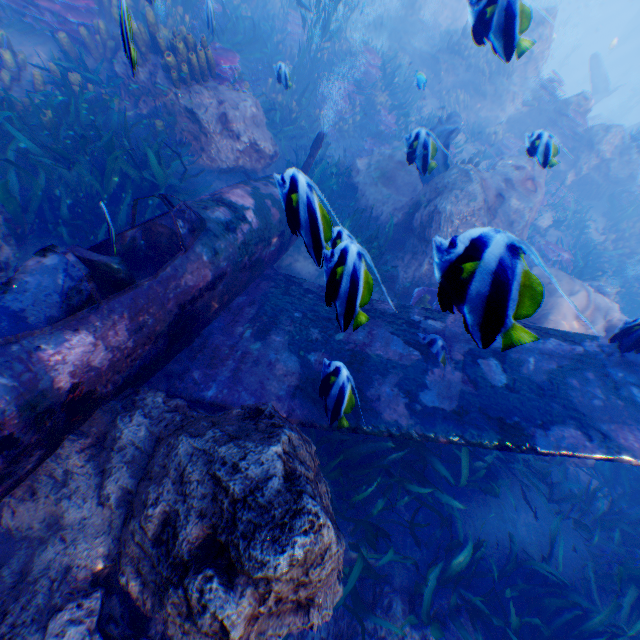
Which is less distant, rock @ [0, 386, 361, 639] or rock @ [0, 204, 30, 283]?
rock @ [0, 386, 361, 639]

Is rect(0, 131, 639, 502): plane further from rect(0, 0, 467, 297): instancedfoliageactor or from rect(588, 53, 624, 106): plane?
rect(588, 53, 624, 106): plane

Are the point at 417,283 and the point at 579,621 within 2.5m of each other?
no

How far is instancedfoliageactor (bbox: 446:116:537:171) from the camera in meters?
10.4 m

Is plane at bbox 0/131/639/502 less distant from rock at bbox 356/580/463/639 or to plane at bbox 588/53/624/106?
rock at bbox 356/580/463/639

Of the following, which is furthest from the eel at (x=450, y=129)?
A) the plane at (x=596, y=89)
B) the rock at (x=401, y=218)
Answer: the plane at (x=596, y=89)

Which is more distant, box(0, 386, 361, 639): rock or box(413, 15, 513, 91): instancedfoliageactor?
box(413, 15, 513, 91): instancedfoliageactor

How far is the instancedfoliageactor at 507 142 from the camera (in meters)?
10.39
